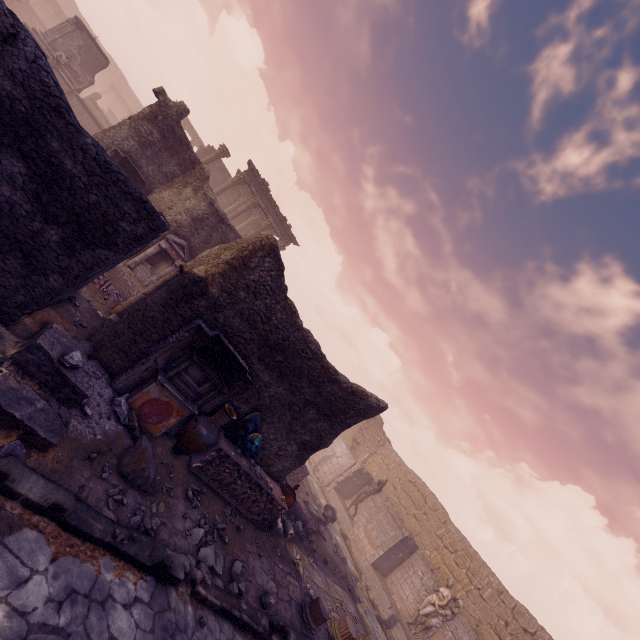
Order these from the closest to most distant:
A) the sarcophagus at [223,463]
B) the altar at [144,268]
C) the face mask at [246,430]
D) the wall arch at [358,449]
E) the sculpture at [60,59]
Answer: the sarcophagus at [223,463] → the face mask at [246,430] → the altar at [144,268] → the sculpture at [60,59] → the wall arch at [358,449]

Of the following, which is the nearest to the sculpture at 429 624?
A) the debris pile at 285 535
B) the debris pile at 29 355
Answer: the debris pile at 285 535

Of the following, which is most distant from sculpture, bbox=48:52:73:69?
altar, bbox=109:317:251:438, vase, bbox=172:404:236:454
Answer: vase, bbox=172:404:236:454

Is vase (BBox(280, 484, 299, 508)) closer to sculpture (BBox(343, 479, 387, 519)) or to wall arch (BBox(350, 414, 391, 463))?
sculpture (BBox(343, 479, 387, 519))

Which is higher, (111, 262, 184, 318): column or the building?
the building

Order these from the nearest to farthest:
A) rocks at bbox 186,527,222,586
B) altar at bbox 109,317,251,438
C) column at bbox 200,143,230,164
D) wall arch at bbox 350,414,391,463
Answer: rocks at bbox 186,527,222,586 < altar at bbox 109,317,251,438 < column at bbox 200,143,230,164 < wall arch at bbox 350,414,391,463

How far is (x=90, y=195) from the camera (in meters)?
4.39

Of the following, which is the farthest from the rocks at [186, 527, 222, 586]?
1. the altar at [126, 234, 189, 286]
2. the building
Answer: the building
